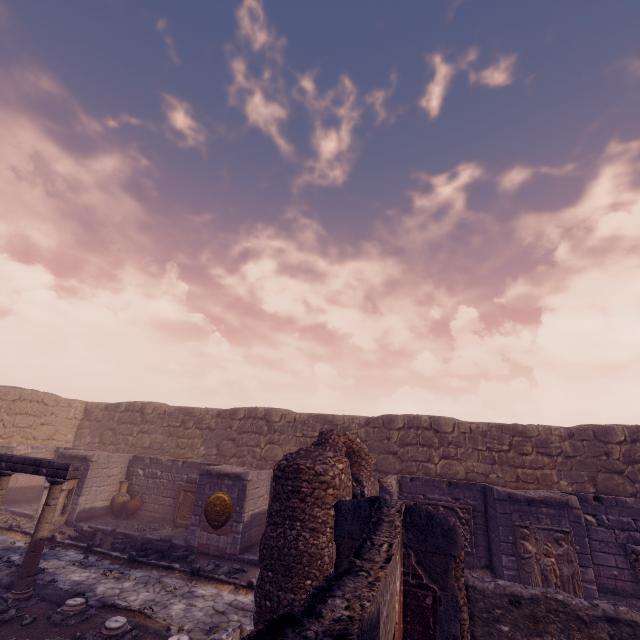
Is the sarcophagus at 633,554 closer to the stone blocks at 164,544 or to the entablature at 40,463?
the stone blocks at 164,544

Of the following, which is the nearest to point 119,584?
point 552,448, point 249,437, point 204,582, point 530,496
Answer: point 204,582

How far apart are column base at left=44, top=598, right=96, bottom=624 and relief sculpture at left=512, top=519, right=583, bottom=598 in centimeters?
961cm

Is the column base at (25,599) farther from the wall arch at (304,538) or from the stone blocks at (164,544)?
the wall arch at (304,538)

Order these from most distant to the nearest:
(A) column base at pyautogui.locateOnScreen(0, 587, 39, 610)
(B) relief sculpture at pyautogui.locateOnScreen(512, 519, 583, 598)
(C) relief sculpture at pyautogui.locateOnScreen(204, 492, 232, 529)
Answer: (C) relief sculpture at pyautogui.locateOnScreen(204, 492, 232, 529), (B) relief sculpture at pyautogui.locateOnScreen(512, 519, 583, 598), (A) column base at pyautogui.locateOnScreen(0, 587, 39, 610)

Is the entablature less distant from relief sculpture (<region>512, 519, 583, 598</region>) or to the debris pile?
the debris pile

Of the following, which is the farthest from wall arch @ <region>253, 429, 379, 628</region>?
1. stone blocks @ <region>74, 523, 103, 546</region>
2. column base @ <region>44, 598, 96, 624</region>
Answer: stone blocks @ <region>74, 523, 103, 546</region>

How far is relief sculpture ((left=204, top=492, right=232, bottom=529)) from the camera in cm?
1038
